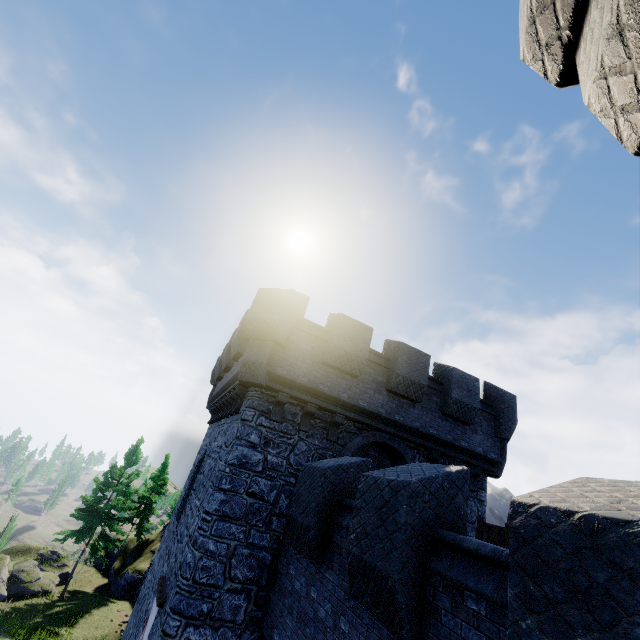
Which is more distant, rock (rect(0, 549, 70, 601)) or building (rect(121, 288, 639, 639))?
rock (rect(0, 549, 70, 601))

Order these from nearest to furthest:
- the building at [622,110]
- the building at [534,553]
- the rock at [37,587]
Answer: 1. the building at [622,110]
2. the building at [534,553]
3. the rock at [37,587]

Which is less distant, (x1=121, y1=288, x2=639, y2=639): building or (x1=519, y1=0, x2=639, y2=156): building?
(x1=519, y1=0, x2=639, y2=156): building

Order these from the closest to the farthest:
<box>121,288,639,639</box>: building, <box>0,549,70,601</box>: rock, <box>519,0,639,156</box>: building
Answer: <box>519,0,639,156</box>: building < <box>121,288,639,639</box>: building < <box>0,549,70,601</box>: rock

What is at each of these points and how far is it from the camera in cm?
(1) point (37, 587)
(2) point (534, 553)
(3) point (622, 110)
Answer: (1) rock, 2567
(2) building, 290
(3) building, 190

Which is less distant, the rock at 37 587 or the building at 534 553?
the building at 534 553

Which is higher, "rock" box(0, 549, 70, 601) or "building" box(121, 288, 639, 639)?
"building" box(121, 288, 639, 639)
